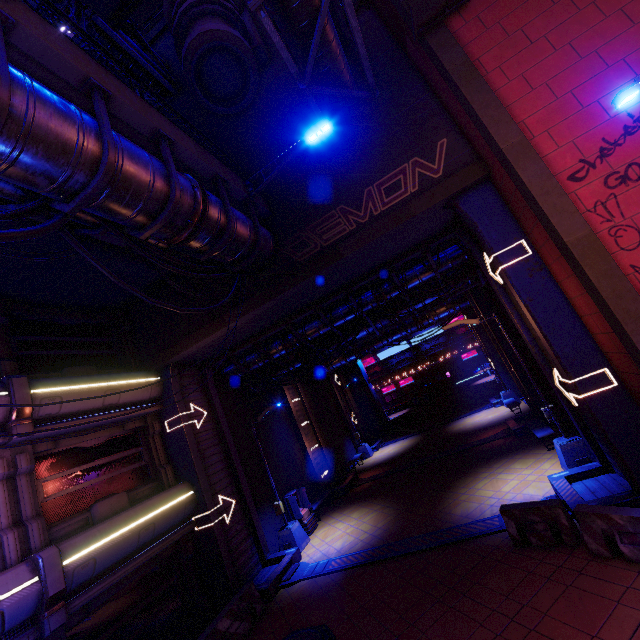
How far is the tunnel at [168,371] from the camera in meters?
13.3

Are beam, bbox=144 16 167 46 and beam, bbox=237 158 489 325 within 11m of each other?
no

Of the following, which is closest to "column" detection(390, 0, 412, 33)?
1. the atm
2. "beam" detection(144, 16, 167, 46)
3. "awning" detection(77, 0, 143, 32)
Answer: "awning" detection(77, 0, 143, 32)

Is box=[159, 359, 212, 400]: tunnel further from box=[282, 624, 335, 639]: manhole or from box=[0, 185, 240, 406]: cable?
box=[0, 185, 240, 406]: cable

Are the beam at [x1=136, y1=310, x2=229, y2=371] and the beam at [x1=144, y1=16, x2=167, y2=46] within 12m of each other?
no

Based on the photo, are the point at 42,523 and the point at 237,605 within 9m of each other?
yes

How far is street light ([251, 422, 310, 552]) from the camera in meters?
13.9

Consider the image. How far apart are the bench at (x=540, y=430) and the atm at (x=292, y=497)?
10.7m
